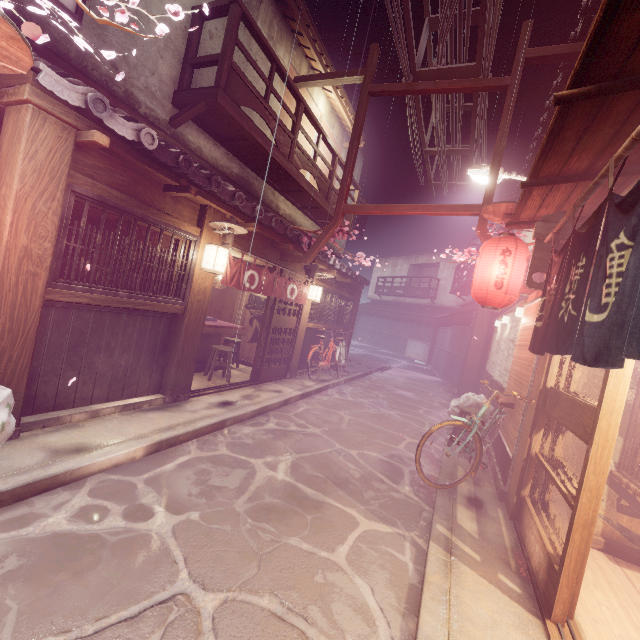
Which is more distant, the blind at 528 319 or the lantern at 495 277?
the lantern at 495 277

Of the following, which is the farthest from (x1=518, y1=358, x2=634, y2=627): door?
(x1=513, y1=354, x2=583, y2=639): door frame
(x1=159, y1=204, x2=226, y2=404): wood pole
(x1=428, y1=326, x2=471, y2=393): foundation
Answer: (x1=428, y1=326, x2=471, y2=393): foundation

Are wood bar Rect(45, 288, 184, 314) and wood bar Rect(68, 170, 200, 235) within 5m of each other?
yes

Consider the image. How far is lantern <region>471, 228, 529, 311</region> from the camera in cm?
869

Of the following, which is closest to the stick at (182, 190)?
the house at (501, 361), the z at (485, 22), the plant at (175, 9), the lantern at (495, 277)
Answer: the plant at (175, 9)

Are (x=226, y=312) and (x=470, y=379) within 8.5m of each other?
no

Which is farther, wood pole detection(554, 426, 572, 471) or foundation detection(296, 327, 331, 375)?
foundation detection(296, 327, 331, 375)

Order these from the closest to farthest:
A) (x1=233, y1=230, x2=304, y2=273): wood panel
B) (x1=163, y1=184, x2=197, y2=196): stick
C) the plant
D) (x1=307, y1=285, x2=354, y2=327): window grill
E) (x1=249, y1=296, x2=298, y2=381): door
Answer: the plant
(x1=163, y1=184, x2=197, y2=196): stick
(x1=233, y1=230, x2=304, y2=273): wood panel
(x1=249, y1=296, x2=298, y2=381): door
(x1=307, y1=285, x2=354, y2=327): window grill
